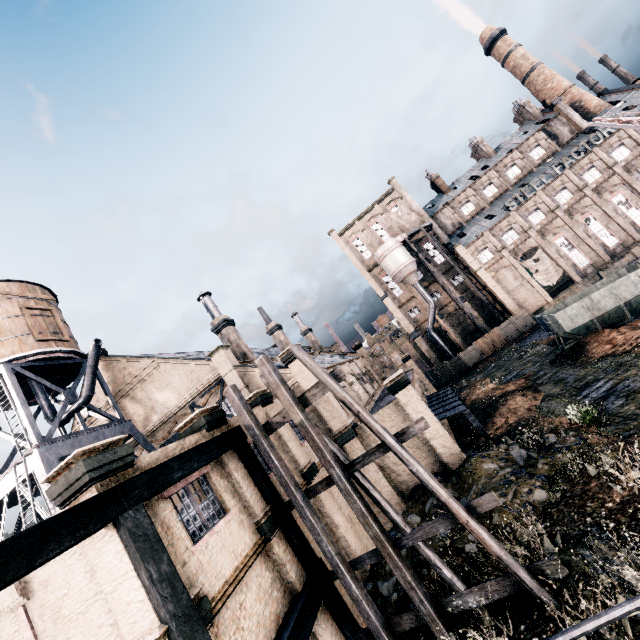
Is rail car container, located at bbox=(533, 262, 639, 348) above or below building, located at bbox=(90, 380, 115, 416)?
below

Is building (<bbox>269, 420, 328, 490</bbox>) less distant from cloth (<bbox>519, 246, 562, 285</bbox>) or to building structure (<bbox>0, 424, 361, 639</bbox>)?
building structure (<bbox>0, 424, 361, 639</bbox>)

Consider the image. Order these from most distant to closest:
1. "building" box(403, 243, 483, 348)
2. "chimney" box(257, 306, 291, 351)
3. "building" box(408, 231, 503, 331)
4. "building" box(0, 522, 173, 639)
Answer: "building" box(403, 243, 483, 348), "building" box(408, 231, 503, 331), "chimney" box(257, 306, 291, 351), "building" box(0, 522, 173, 639)

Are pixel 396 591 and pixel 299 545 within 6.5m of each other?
yes

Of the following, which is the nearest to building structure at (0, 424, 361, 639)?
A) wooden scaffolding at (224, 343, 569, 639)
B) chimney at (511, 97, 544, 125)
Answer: wooden scaffolding at (224, 343, 569, 639)

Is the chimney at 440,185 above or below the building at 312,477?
above

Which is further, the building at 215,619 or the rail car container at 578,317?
the rail car container at 578,317

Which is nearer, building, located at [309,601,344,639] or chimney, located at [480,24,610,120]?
building, located at [309,601,344,639]
